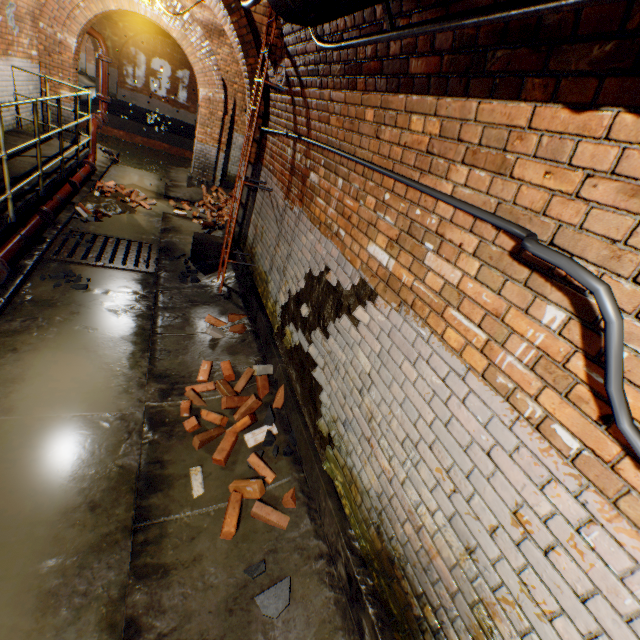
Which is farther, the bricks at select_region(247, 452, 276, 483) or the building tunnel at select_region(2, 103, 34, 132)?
the building tunnel at select_region(2, 103, 34, 132)

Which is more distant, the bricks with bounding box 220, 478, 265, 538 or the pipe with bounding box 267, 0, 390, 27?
the bricks with bounding box 220, 478, 265, 538

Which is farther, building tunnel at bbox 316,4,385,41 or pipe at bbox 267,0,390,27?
building tunnel at bbox 316,4,385,41

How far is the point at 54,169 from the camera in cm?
596

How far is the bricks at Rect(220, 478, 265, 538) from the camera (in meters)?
2.51

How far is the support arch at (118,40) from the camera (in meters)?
17.64

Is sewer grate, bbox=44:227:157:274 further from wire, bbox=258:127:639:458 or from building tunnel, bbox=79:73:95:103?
building tunnel, bbox=79:73:95:103

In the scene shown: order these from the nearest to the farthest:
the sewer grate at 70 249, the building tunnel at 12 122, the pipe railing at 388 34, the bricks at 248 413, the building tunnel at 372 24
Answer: the pipe railing at 388 34
the building tunnel at 372 24
the bricks at 248 413
the sewer grate at 70 249
the building tunnel at 12 122
